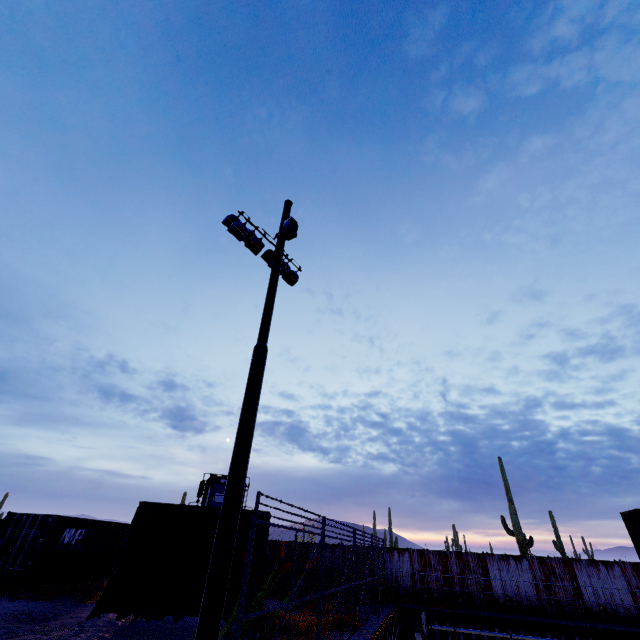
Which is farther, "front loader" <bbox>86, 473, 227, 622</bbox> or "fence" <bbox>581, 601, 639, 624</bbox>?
"fence" <bbox>581, 601, 639, 624</bbox>

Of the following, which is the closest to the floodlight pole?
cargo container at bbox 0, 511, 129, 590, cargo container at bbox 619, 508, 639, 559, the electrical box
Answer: the electrical box

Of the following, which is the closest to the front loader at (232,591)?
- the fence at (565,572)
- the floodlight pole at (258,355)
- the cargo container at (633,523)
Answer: the fence at (565,572)

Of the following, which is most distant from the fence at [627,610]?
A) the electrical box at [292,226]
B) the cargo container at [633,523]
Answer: the electrical box at [292,226]

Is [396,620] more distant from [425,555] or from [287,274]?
[287,274]

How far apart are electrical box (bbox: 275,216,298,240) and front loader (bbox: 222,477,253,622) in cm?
784

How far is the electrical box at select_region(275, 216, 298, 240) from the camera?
9.5 meters

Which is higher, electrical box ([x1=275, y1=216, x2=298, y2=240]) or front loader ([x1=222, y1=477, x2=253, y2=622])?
electrical box ([x1=275, y1=216, x2=298, y2=240])
